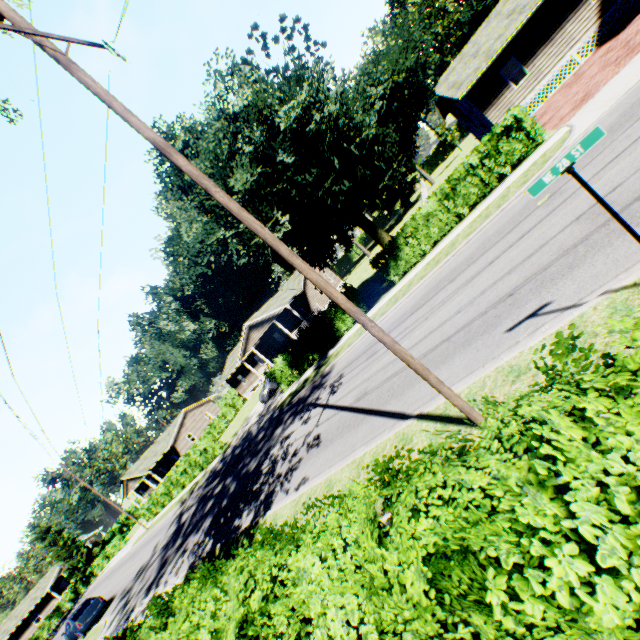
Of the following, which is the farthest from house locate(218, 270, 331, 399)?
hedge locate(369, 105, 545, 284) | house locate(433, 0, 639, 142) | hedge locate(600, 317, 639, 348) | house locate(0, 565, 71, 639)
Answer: house locate(0, 565, 71, 639)

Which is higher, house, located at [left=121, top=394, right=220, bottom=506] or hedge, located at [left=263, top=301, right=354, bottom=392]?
house, located at [left=121, top=394, right=220, bottom=506]

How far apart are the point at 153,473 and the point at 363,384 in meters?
45.0

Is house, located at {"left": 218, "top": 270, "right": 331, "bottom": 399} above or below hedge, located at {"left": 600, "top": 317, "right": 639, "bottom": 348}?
above

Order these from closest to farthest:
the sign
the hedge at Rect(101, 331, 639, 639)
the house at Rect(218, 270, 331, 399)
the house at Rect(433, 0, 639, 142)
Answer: the hedge at Rect(101, 331, 639, 639)
the sign
the house at Rect(433, 0, 639, 142)
the house at Rect(218, 270, 331, 399)

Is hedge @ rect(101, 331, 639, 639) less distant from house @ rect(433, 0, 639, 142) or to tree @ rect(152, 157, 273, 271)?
tree @ rect(152, 157, 273, 271)

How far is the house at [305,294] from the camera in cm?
3497

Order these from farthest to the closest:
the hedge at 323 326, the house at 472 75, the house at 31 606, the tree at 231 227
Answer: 1. the house at 31 606
2. the hedge at 323 326
3. the house at 472 75
4. the tree at 231 227
